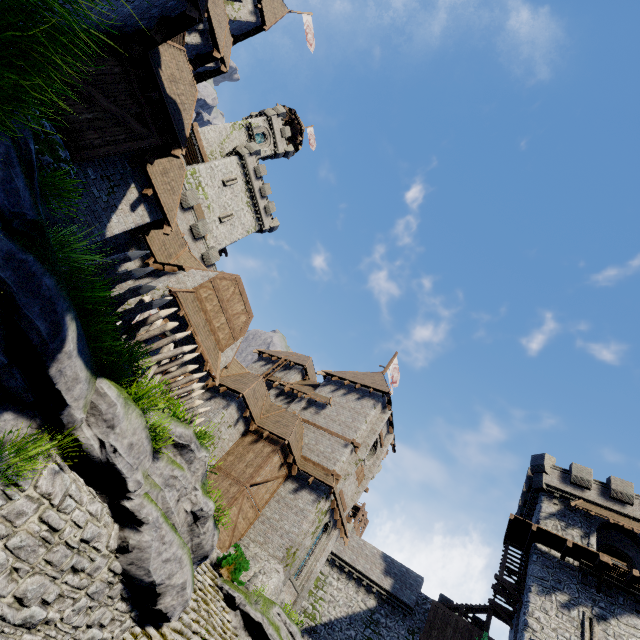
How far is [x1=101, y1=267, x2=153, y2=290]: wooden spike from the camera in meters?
8.2

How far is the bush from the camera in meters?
16.0

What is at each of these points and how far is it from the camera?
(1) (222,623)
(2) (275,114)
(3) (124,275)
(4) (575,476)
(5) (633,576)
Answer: (1) stairs, 14.2m
(2) building tower, 47.7m
(3) wooden spike, 8.3m
(4) building, 26.4m
(5) wooden platform, 20.0m

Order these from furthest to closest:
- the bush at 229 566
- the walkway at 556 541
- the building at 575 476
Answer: the building at 575 476 → the walkway at 556 541 → the bush at 229 566

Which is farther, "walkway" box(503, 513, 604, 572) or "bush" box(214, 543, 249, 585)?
"walkway" box(503, 513, 604, 572)

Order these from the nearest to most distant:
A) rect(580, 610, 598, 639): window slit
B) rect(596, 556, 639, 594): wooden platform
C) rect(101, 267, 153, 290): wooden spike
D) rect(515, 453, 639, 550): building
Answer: rect(101, 267, 153, 290): wooden spike, rect(580, 610, 598, 639): window slit, rect(596, 556, 639, 594): wooden platform, rect(515, 453, 639, 550): building

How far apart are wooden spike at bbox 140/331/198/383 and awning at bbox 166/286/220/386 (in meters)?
4.84

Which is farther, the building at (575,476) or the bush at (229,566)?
the building at (575,476)
